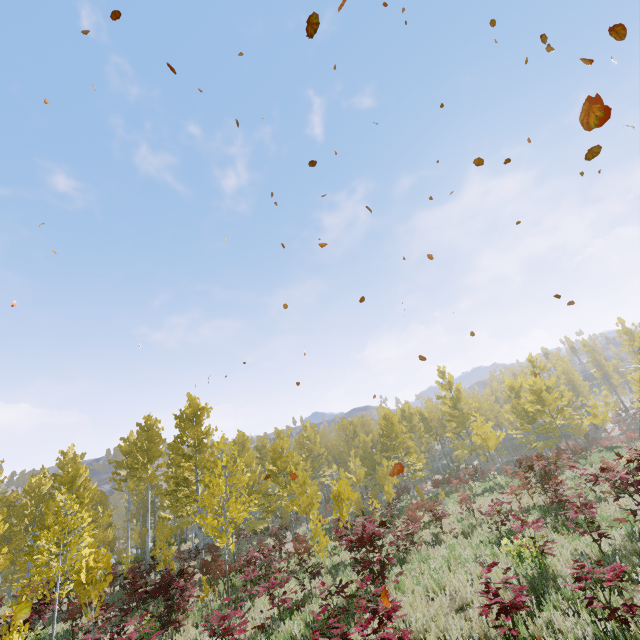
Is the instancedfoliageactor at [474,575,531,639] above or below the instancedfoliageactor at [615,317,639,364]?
below

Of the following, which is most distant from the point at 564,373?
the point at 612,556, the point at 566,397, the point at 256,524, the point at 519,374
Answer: the point at 612,556

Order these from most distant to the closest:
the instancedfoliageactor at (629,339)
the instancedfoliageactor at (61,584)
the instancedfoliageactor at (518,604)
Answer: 1. the instancedfoliageactor at (629,339)
2. the instancedfoliageactor at (61,584)
3. the instancedfoliageactor at (518,604)

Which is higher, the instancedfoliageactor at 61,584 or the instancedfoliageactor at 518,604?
the instancedfoliageactor at 61,584

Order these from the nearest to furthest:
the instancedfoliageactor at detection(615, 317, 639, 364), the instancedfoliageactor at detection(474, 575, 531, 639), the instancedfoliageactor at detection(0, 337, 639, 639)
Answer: the instancedfoliageactor at detection(474, 575, 531, 639) → the instancedfoliageactor at detection(0, 337, 639, 639) → the instancedfoliageactor at detection(615, 317, 639, 364)

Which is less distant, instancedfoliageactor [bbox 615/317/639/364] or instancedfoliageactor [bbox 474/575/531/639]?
instancedfoliageactor [bbox 474/575/531/639]
